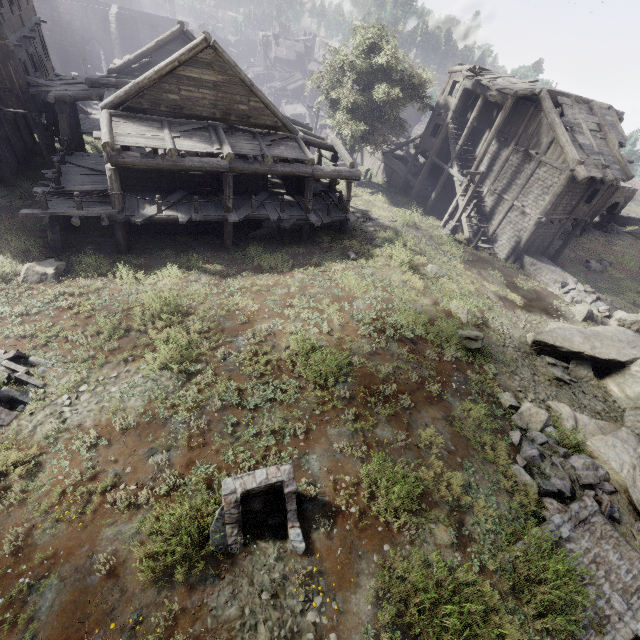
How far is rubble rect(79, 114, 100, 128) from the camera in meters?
27.0 m

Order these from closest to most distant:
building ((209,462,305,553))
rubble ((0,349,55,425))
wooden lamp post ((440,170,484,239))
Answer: building ((209,462,305,553)), rubble ((0,349,55,425)), wooden lamp post ((440,170,484,239))

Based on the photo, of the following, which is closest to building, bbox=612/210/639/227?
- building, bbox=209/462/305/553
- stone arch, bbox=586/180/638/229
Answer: stone arch, bbox=586/180/638/229

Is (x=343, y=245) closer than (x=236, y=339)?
No

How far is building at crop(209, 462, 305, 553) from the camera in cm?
575

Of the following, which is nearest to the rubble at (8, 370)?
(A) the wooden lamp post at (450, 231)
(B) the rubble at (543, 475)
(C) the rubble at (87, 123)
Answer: (B) the rubble at (543, 475)

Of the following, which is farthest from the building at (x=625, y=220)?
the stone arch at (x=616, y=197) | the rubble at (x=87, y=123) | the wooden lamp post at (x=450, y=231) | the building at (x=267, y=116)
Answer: the rubble at (x=87, y=123)

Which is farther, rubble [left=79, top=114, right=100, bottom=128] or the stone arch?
the stone arch
